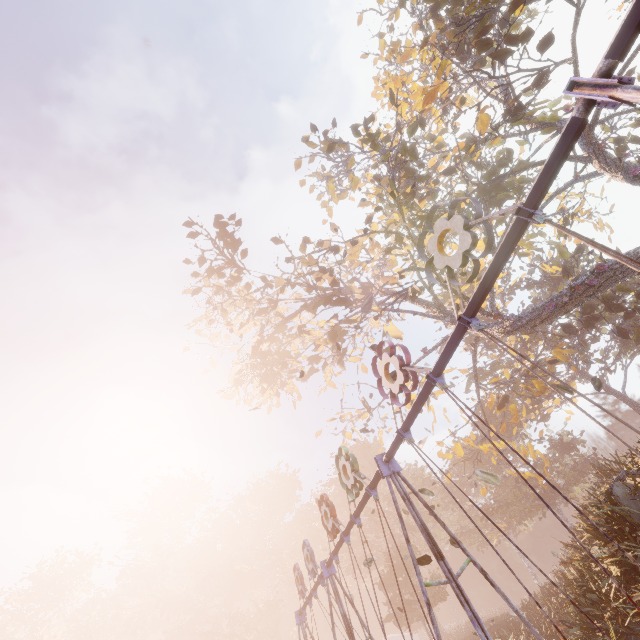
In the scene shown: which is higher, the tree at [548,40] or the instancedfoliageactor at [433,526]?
the tree at [548,40]

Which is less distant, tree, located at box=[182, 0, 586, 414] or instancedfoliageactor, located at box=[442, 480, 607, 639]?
instancedfoliageactor, located at box=[442, 480, 607, 639]

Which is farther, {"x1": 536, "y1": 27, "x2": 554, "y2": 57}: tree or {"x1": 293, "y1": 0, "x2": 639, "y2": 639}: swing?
{"x1": 536, "y1": 27, "x2": 554, "y2": 57}: tree

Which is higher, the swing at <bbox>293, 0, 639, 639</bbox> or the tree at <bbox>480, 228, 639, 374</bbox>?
the tree at <bbox>480, 228, 639, 374</bbox>

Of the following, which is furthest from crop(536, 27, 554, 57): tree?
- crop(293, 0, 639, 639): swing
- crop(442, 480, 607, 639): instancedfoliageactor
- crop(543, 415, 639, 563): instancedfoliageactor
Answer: crop(442, 480, 607, 639): instancedfoliageactor

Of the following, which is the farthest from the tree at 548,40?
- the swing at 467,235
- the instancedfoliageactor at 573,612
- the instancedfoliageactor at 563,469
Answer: the instancedfoliageactor at 573,612

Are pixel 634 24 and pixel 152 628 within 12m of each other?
no
